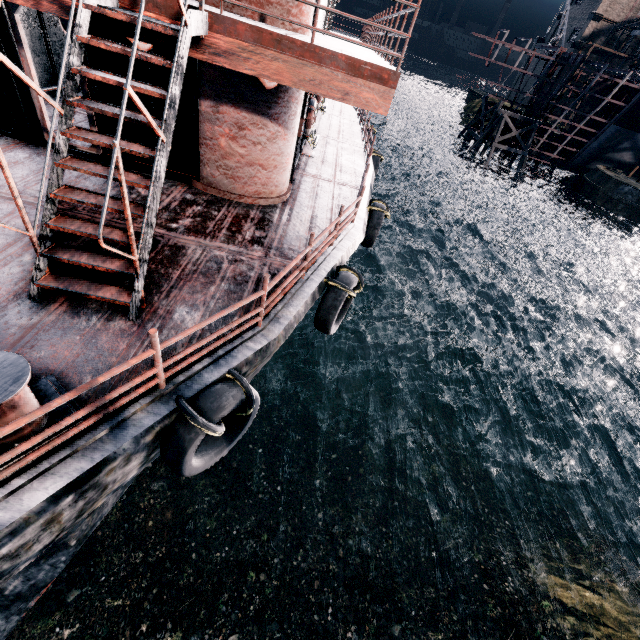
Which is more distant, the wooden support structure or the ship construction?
the wooden support structure

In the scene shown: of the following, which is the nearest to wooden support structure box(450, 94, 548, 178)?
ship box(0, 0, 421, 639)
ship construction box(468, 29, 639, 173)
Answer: ship construction box(468, 29, 639, 173)

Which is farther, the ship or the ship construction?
the ship construction

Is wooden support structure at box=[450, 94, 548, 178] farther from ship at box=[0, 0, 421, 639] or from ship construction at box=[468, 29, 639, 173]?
ship at box=[0, 0, 421, 639]

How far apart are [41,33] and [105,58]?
5.9 meters

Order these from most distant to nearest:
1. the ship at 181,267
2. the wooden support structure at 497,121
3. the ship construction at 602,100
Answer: the wooden support structure at 497,121
the ship construction at 602,100
the ship at 181,267

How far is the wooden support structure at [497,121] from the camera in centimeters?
4072cm
